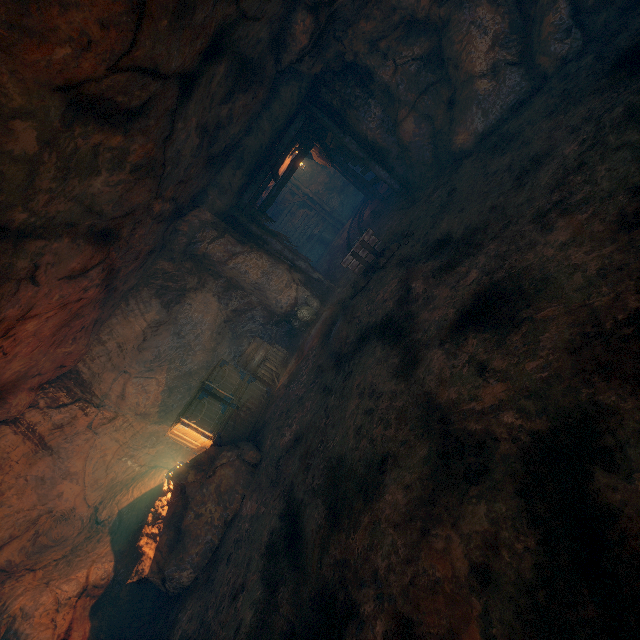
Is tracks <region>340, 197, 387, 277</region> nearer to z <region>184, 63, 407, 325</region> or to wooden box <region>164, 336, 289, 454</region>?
z <region>184, 63, 407, 325</region>

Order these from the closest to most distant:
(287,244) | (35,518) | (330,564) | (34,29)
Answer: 1. (34,29)
2. (330,564)
3. (35,518)
4. (287,244)

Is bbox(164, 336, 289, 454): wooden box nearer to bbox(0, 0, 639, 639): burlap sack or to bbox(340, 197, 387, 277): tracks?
bbox(0, 0, 639, 639): burlap sack

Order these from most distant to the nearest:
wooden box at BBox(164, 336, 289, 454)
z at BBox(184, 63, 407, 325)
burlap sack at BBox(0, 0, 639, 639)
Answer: z at BBox(184, 63, 407, 325), wooden box at BBox(164, 336, 289, 454), burlap sack at BBox(0, 0, 639, 639)

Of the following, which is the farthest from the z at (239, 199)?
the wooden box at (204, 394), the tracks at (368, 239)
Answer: the wooden box at (204, 394)

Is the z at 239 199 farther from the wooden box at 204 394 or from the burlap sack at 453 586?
the wooden box at 204 394

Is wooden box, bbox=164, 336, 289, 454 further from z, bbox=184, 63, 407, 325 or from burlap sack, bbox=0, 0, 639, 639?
z, bbox=184, 63, 407, 325

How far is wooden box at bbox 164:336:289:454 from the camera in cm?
810
